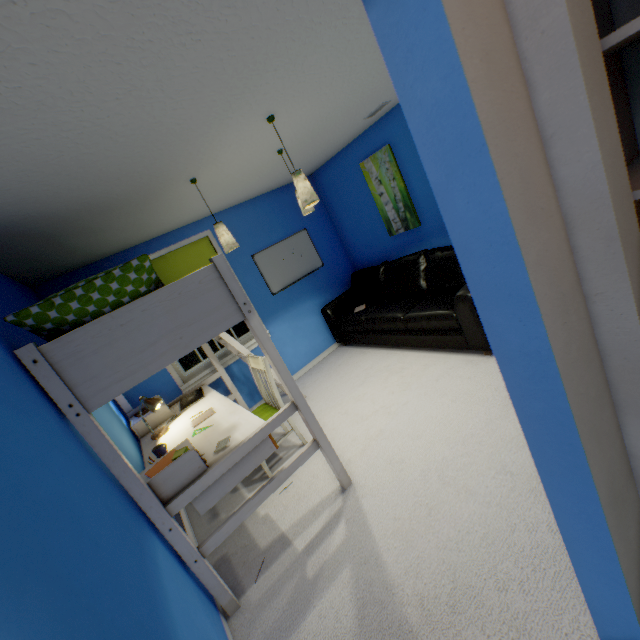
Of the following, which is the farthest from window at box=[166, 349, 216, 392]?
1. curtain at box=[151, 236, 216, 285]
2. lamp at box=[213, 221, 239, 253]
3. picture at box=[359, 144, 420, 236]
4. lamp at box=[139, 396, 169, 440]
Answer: picture at box=[359, 144, 420, 236]

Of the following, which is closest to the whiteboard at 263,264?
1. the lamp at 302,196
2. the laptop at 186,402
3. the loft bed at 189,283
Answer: the loft bed at 189,283

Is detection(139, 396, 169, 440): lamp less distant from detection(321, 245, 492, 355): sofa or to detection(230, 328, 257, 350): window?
detection(230, 328, 257, 350): window

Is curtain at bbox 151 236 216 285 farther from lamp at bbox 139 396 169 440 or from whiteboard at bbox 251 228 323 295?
lamp at bbox 139 396 169 440

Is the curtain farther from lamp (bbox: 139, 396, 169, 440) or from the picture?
the picture

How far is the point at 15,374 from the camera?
1.36m

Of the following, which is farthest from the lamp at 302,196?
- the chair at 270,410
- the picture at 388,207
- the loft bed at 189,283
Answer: the picture at 388,207

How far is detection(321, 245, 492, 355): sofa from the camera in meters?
3.0
